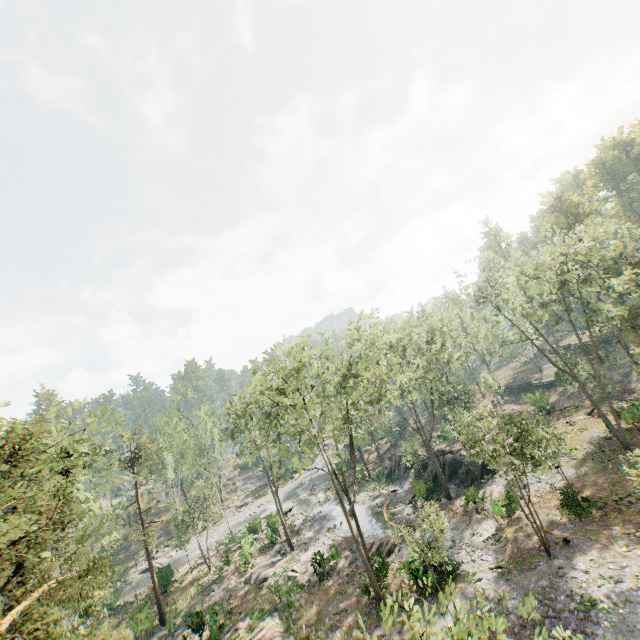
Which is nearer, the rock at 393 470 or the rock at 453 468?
the rock at 453 468

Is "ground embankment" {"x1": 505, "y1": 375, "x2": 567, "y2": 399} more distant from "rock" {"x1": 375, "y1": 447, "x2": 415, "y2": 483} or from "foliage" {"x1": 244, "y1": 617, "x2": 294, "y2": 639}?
"rock" {"x1": 375, "y1": 447, "x2": 415, "y2": 483}

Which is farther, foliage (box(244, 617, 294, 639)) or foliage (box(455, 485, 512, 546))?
foliage (box(455, 485, 512, 546))

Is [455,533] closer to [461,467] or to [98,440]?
[461,467]

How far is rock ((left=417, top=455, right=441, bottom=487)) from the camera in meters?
34.3

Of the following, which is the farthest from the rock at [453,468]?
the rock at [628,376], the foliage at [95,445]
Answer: the rock at [628,376]

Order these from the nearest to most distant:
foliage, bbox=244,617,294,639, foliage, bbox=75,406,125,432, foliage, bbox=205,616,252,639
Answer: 1. foliage, bbox=75,406,125,432
2. foliage, bbox=244,617,294,639
3. foliage, bbox=205,616,252,639

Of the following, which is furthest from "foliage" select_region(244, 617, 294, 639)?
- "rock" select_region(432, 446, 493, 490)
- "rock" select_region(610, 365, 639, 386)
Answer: "rock" select_region(432, 446, 493, 490)
